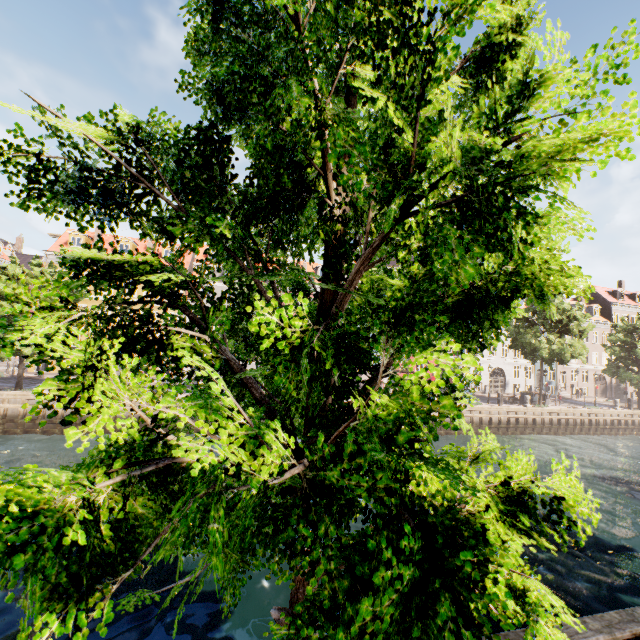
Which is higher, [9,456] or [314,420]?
[314,420]

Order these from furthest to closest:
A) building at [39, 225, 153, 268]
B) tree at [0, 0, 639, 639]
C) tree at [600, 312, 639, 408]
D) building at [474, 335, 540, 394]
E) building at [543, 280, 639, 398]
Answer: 1. building at [543, 280, 639, 398]
2. building at [474, 335, 540, 394]
3. tree at [600, 312, 639, 408]
4. building at [39, 225, 153, 268]
5. tree at [0, 0, 639, 639]

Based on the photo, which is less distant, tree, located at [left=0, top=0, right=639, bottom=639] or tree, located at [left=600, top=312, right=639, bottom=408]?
tree, located at [left=0, top=0, right=639, bottom=639]

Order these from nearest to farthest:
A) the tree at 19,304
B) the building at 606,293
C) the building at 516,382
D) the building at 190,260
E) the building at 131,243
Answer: the tree at 19,304, the building at 131,243, the building at 190,260, the building at 516,382, the building at 606,293

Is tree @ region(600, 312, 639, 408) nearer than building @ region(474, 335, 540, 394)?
Yes

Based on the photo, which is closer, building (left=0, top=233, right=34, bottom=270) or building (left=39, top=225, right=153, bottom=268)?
building (left=39, top=225, right=153, bottom=268)

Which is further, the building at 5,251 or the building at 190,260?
the building at 5,251

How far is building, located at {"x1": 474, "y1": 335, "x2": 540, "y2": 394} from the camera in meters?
40.5 m
